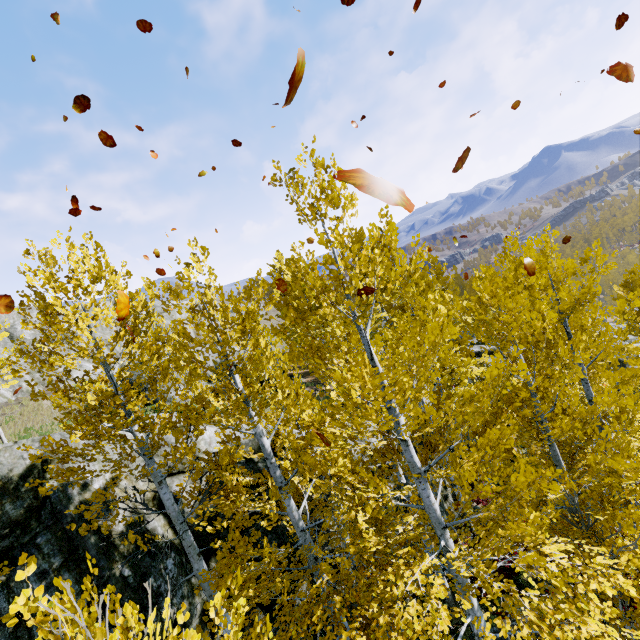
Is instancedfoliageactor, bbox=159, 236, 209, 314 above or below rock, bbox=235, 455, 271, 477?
above

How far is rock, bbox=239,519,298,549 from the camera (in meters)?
7.24

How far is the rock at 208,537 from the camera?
6.8 meters

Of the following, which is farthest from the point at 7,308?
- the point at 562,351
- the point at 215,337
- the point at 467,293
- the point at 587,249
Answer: the point at 467,293

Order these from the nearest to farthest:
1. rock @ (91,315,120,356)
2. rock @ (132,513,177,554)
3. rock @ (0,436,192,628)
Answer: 1. rock @ (0,436,192,628)
2. rock @ (132,513,177,554)
3. rock @ (91,315,120,356)

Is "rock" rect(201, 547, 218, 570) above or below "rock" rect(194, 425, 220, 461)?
below

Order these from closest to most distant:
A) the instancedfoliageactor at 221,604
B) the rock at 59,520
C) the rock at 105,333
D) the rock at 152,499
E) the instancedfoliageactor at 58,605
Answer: the instancedfoliageactor at 58,605 → the instancedfoliageactor at 221,604 → the rock at 59,520 → the rock at 152,499 → the rock at 105,333

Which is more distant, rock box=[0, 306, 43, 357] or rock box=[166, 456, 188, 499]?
rock box=[0, 306, 43, 357]
